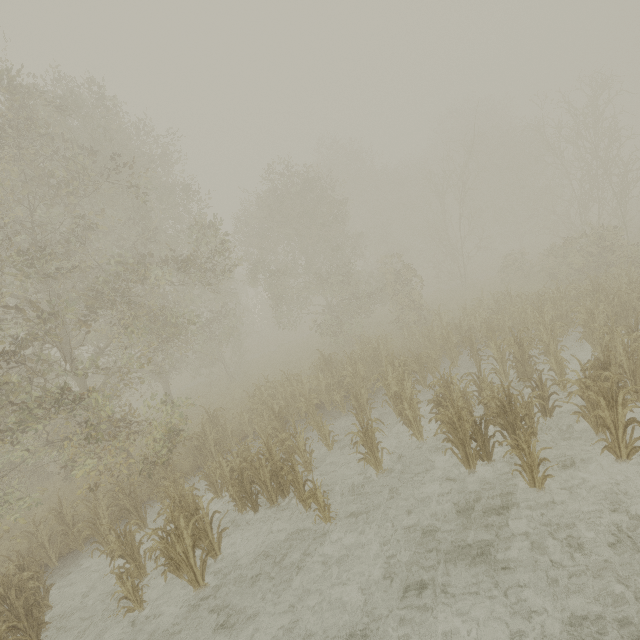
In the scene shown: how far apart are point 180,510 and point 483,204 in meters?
36.9
